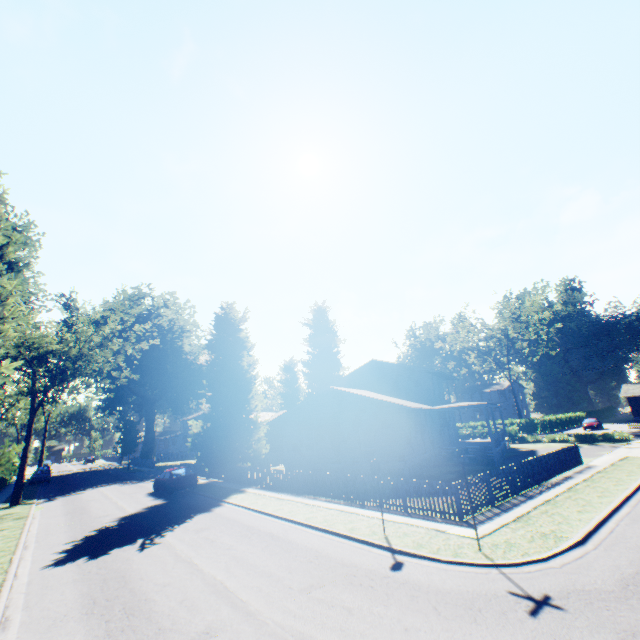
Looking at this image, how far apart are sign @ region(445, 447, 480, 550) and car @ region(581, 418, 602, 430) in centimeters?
5249cm

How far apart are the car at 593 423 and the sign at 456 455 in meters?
52.5

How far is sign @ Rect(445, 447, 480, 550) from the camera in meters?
8.9 m

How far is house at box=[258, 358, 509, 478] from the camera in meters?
22.5 m

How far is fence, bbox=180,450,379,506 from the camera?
15.3m

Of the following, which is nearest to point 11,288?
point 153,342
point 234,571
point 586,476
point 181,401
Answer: point 234,571

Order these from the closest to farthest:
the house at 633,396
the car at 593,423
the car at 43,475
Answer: the car at 43,475, the car at 593,423, the house at 633,396

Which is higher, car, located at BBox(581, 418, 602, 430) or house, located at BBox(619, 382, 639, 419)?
house, located at BBox(619, 382, 639, 419)
